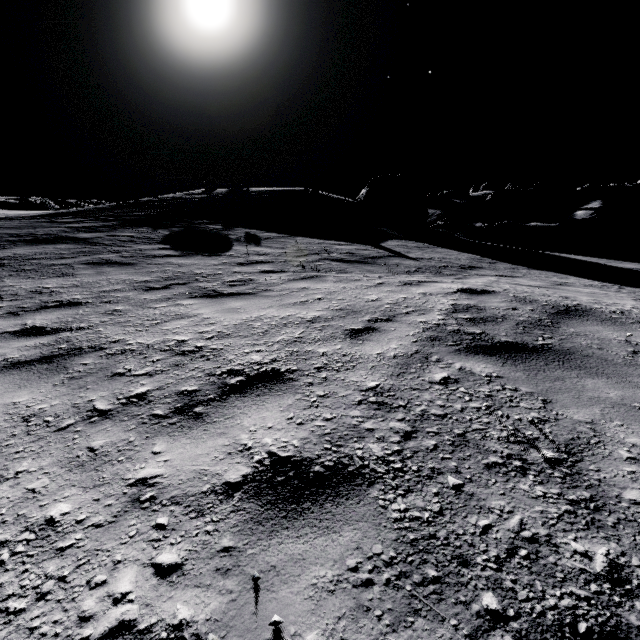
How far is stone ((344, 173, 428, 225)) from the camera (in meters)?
20.53

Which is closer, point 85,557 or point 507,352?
point 85,557

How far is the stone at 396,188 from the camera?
20.53m

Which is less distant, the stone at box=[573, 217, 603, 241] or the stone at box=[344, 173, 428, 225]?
the stone at box=[344, 173, 428, 225]

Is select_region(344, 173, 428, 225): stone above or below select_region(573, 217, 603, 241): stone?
above

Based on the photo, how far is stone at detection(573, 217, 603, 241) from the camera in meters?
47.3 m

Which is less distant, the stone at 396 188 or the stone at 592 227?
the stone at 396 188
